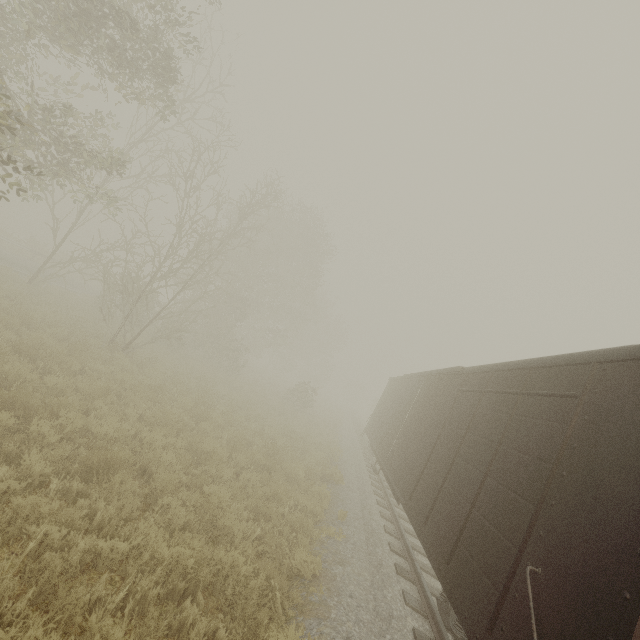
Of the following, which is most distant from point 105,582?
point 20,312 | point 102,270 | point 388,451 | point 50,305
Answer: point 50,305
